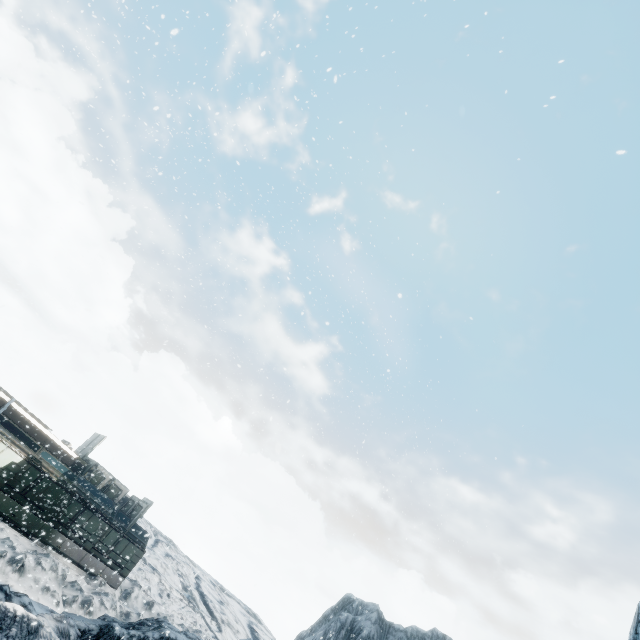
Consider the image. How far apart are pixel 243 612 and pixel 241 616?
4.0 meters
